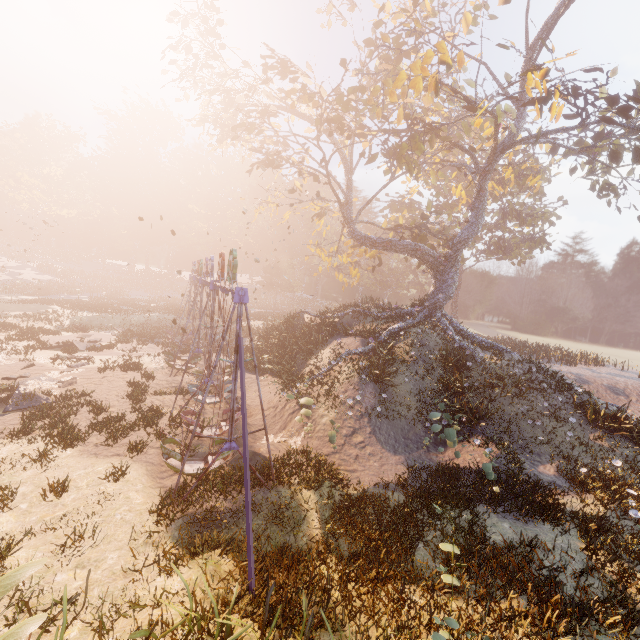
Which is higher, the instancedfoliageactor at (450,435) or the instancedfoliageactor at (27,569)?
the instancedfoliageactor at (27,569)

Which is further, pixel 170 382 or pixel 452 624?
pixel 170 382

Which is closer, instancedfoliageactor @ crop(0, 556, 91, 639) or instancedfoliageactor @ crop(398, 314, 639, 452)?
instancedfoliageactor @ crop(0, 556, 91, 639)

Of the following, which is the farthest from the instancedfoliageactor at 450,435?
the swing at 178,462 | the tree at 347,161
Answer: the swing at 178,462

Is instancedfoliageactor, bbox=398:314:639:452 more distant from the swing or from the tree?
the swing

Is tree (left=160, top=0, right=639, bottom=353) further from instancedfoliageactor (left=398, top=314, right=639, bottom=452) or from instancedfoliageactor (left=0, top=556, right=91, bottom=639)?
instancedfoliageactor (left=0, top=556, right=91, bottom=639)

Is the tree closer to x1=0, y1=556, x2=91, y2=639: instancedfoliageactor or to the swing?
the swing

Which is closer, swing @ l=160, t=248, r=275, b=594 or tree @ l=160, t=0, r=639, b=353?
swing @ l=160, t=248, r=275, b=594
